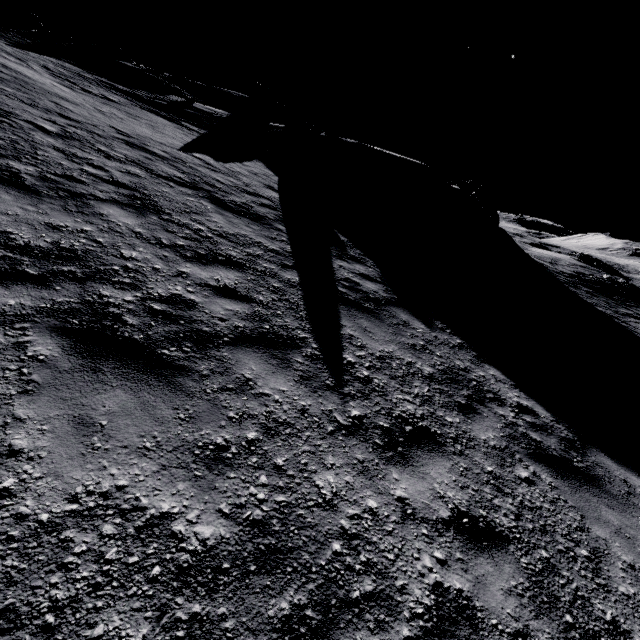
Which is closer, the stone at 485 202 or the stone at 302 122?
the stone at 485 202

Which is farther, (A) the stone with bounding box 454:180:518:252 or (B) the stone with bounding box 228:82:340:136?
(B) the stone with bounding box 228:82:340:136

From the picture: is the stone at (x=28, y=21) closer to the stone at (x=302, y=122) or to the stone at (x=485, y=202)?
the stone at (x=302, y=122)

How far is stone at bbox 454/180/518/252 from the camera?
23.9m

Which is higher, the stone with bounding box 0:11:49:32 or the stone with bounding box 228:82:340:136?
the stone with bounding box 228:82:340:136

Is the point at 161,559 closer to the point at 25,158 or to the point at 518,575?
the point at 518,575

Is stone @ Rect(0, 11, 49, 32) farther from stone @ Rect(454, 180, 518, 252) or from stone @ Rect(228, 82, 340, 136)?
stone @ Rect(454, 180, 518, 252)

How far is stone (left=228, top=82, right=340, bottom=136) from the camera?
26.89m
